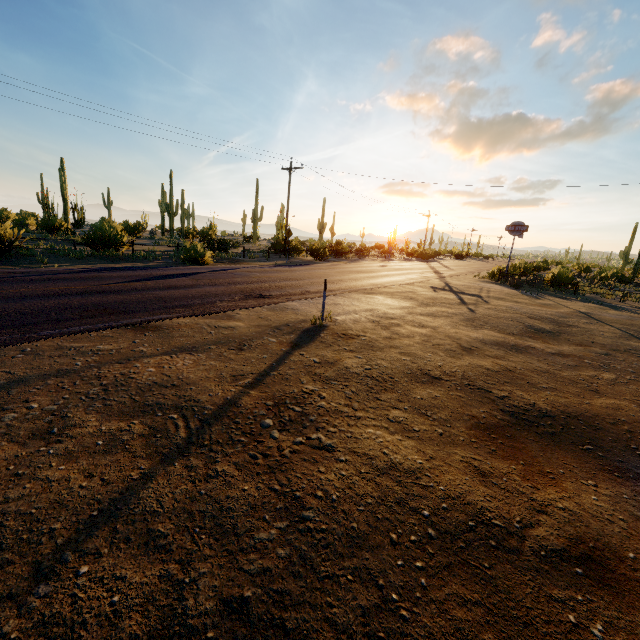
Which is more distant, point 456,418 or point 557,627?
point 456,418

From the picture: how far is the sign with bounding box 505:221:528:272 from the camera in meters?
24.9

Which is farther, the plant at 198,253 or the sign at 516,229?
the sign at 516,229

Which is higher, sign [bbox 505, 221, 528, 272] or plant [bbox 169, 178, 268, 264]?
sign [bbox 505, 221, 528, 272]

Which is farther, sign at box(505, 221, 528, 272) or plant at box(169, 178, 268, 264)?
sign at box(505, 221, 528, 272)

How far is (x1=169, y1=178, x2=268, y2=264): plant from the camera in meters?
17.8

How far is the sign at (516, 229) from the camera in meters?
24.9 m
